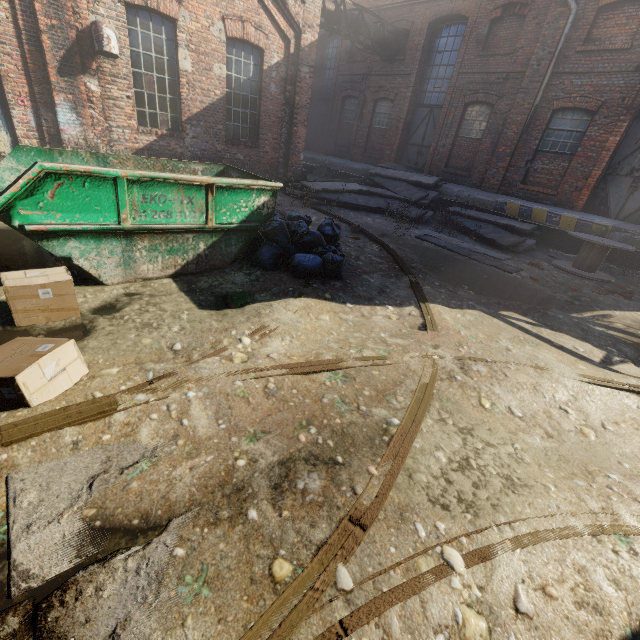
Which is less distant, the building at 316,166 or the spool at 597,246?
the spool at 597,246

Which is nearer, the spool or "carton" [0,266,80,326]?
"carton" [0,266,80,326]

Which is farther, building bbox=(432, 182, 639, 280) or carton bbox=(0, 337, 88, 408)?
building bbox=(432, 182, 639, 280)

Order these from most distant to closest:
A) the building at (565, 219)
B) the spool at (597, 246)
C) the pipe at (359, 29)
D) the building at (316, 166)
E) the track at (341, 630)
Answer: the building at (316, 166) → the pipe at (359, 29) → the building at (565, 219) → the spool at (597, 246) → the track at (341, 630)

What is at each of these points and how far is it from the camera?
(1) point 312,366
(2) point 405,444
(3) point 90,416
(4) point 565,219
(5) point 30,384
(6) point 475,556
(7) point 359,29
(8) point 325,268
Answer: (1) track, 3.2m
(2) track, 2.5m
(3) track, 2.3m
(4) building, 10.3m
(5) carton, 2.3m
(6) track, 1.9m
(7) pipe, 13.3m
(8) trash bag, 5.2m

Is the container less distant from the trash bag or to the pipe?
the trash bag

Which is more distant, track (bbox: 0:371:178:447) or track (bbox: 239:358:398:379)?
track (bbox: 239:358:398:379)

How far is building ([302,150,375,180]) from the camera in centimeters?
1641cm
